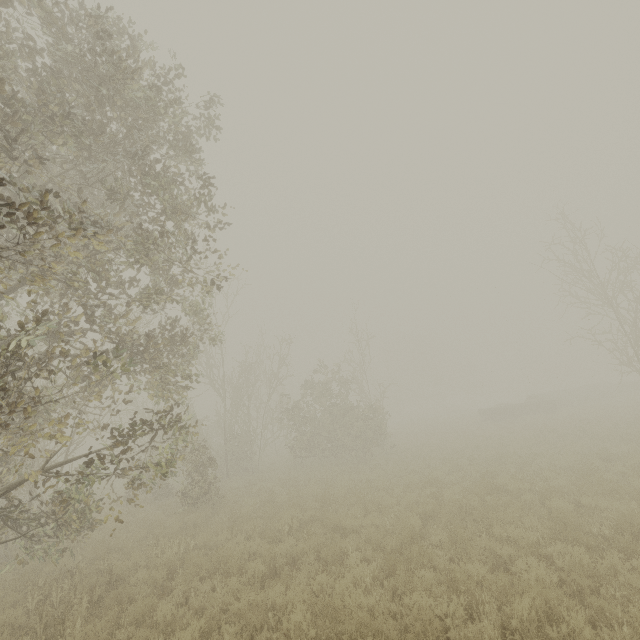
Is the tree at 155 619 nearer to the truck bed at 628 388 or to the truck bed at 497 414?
the truck bed at 497 414

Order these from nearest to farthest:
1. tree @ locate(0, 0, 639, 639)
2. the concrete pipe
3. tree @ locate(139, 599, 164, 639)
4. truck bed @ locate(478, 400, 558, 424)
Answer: tree @ locate(0, 0, 639, 639)
tree @ locate(139, 599, 164, 639)
truck bed @ locate(478, 400, 558, 424)
the concrete pipe

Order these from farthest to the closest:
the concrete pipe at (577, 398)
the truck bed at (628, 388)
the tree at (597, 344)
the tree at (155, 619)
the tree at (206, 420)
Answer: the truck bed at (628, 388)
the concrete pipe at (577, 398)
the tree at (597, 344)
the tree at (155, 619)
the tree at (206, 420)

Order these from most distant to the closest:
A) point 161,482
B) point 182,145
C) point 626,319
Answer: point 626,319, point 161,482, point 182,145

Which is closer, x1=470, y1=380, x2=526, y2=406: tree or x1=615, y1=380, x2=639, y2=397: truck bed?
x1=615, y1=380, x2=639, y2=397: truck bed

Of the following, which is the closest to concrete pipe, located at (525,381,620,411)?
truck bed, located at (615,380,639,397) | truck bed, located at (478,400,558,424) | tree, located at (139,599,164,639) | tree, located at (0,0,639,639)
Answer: truck bed, located at (478,400,558,424)

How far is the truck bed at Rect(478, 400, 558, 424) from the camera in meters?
28.2 m

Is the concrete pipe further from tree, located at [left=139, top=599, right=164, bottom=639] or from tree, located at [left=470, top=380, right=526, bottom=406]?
tree, located at [left=139, top=599, right=164, bottom=639]
